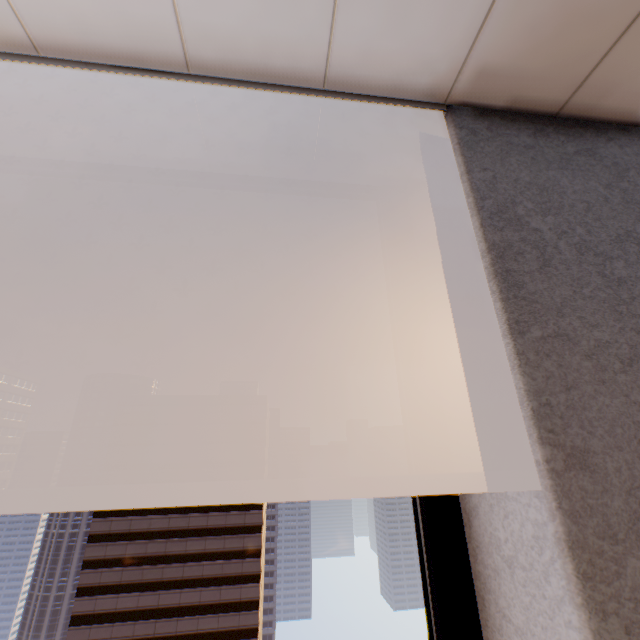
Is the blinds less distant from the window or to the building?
the window

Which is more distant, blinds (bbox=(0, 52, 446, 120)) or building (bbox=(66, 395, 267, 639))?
building (bbox=(66, 395, 267, 639))

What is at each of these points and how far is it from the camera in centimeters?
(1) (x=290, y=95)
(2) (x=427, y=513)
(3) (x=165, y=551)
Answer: (1) blinds, 123cm
(2) window, 111cm
(3) building, 4591cm

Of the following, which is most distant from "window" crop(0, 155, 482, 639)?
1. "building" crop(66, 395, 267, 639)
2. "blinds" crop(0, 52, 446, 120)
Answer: "building" crop(66, 395, 267, 639)

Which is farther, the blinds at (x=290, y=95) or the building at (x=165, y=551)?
the building at (x=165, y=551)

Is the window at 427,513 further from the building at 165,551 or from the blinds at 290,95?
the building at 165,551

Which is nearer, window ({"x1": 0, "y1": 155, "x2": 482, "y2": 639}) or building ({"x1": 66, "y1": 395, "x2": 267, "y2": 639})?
window ({"x1": 0, "y1": 155, "x2": 482, "y2": 639})
